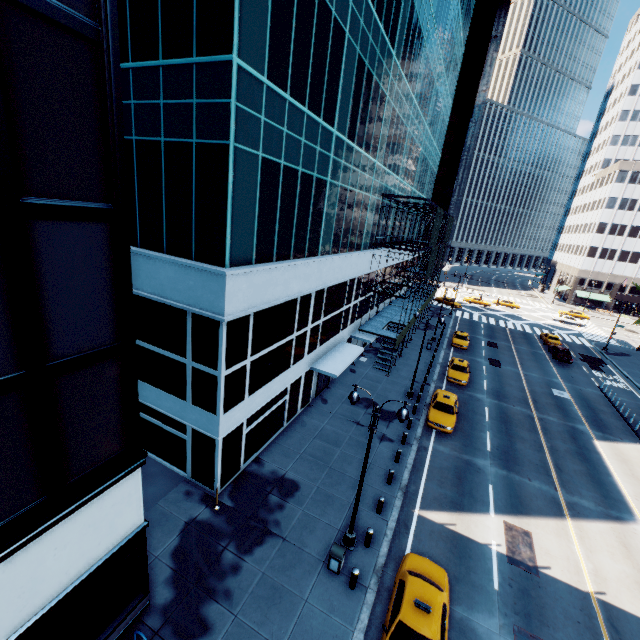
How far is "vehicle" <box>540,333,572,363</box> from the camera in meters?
39.1

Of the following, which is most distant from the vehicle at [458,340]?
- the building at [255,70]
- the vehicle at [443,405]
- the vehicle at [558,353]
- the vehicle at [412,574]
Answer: the vehicle at [412,574]

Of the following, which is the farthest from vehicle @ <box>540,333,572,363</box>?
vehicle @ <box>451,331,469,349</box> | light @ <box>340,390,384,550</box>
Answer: light @ <box>340,390,384,550</box>

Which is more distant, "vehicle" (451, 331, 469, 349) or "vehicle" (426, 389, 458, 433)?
"vehicle" (451, 331, 469, 349)

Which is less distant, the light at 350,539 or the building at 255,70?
the building at 255,70

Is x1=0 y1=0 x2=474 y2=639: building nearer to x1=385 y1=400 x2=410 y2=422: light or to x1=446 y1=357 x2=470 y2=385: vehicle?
x1=385 y1=400 x2=410 y2=422: light

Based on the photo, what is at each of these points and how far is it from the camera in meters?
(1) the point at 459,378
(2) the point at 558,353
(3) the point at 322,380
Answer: (1) vehicle, 29.8
(2) vehicle, 39.8
(3) door, 25.5

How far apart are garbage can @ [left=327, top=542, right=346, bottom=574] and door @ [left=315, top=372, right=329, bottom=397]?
12.0 meters
